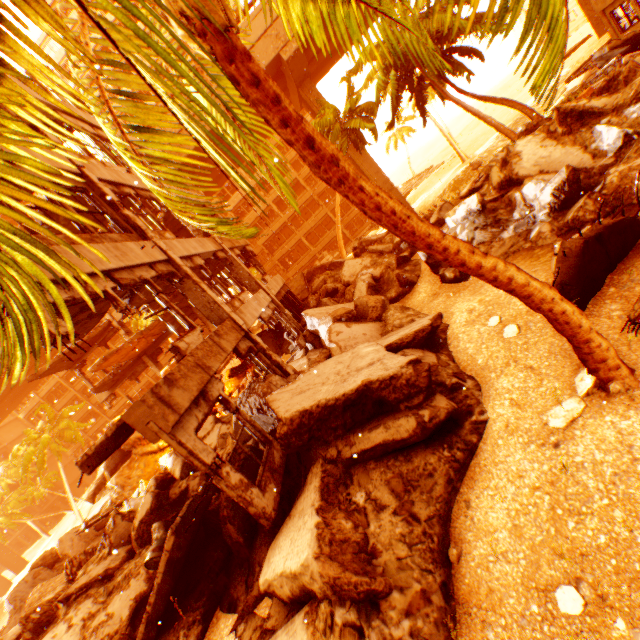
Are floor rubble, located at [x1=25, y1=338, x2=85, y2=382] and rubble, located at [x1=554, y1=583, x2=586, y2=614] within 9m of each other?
no

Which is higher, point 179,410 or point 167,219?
point 167,219

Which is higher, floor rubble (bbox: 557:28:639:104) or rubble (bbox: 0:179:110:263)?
rubble (bbox: 0:179:110:263)

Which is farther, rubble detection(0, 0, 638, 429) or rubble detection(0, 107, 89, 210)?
rubble detection(0, 107, 89, 210)

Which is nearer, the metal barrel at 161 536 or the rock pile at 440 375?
the rock pile at 440 375

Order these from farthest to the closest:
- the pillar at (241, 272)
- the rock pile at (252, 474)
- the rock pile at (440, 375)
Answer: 1. the pillar at (241, 272)
2. the rock pile at (252, 474)
3. the rock pile at (440, 375)

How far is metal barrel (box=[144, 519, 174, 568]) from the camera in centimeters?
721cm

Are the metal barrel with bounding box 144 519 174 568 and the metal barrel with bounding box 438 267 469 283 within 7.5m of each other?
no
